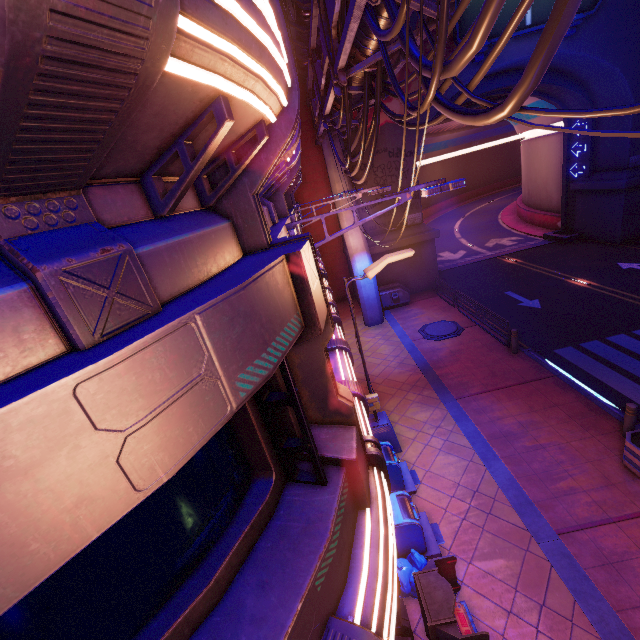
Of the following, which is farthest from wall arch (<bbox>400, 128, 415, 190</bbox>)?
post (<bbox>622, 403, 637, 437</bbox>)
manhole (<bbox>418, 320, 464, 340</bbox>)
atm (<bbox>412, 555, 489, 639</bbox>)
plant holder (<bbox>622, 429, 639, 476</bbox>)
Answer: atm (<bbox>412, 555, 489, 639</bbox>)

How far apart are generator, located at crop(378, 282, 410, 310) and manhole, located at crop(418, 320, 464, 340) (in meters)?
3.18

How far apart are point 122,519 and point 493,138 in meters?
71.3

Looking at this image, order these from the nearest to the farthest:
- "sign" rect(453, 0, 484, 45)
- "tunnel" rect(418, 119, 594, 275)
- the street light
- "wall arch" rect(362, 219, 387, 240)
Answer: the street light → "sign" rect(453, 0, 484, 45) → "wall arch" rect(362, 219, 387, 240) → "tunnel" rect(418, 119, 594, 275)

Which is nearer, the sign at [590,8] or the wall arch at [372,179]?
the sign at [590,8]

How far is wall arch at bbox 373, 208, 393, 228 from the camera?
20.6 meters

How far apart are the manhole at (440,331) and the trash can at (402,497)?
9.1m
